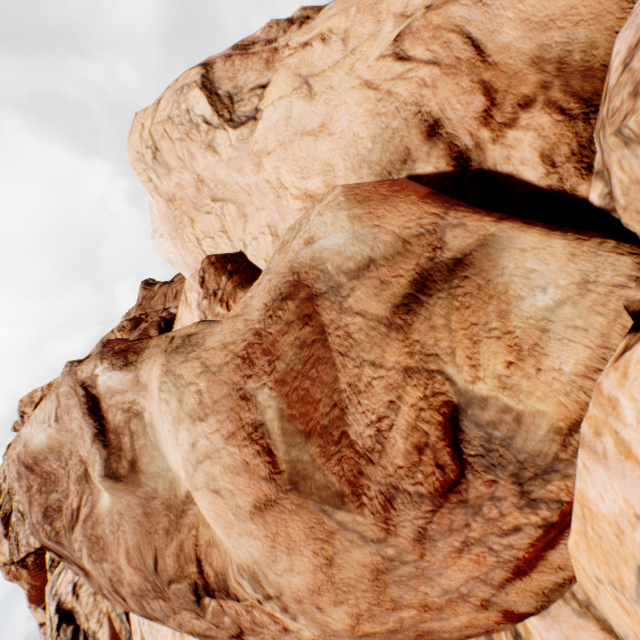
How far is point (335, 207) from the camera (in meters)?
5.31
